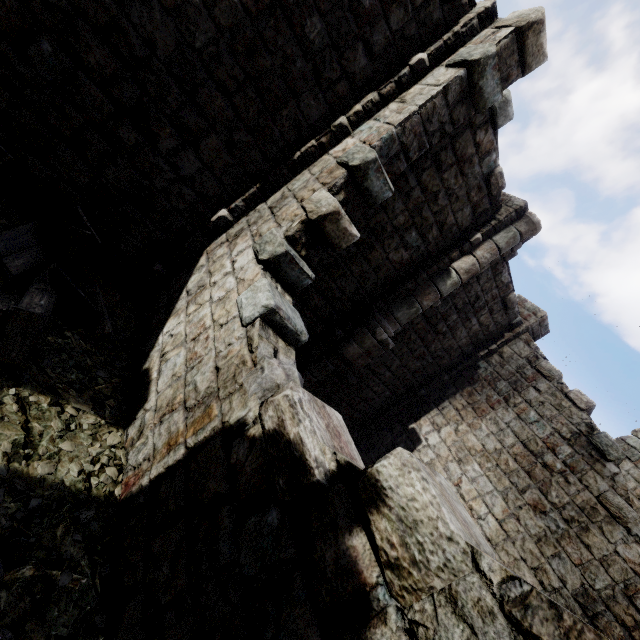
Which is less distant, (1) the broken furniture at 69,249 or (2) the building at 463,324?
(2) the building at 463,324

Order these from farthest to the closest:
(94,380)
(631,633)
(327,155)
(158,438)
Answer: (631,633), (327,155), (94,380), (158,438)

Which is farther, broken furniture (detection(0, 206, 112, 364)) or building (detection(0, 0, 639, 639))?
broken furniture (detection(0, 206, 112, 364))
